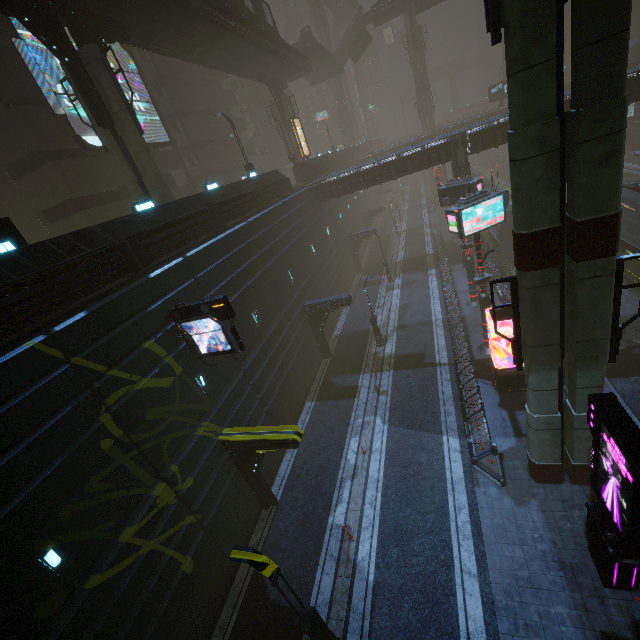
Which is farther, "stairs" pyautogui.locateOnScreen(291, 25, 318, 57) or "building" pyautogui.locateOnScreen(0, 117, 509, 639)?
"stairs" pyautogui.locateOnScreen(291, 25, 318, 57)

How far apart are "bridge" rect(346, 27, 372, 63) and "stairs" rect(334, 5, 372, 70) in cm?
0

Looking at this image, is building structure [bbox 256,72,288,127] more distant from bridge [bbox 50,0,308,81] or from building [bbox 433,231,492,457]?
building [bbox 433,231,492,457]

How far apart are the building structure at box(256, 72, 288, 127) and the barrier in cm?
3732

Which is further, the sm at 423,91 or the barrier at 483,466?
the sm at 423,91

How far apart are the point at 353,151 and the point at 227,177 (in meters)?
31.53

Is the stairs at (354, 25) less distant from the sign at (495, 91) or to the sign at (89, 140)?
the sign at (495, 91)

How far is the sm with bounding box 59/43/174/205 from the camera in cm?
1460
